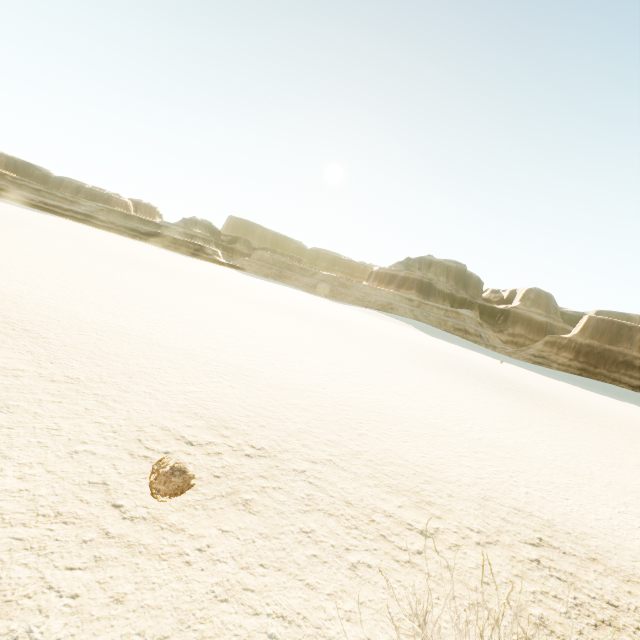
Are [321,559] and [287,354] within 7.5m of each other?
no
